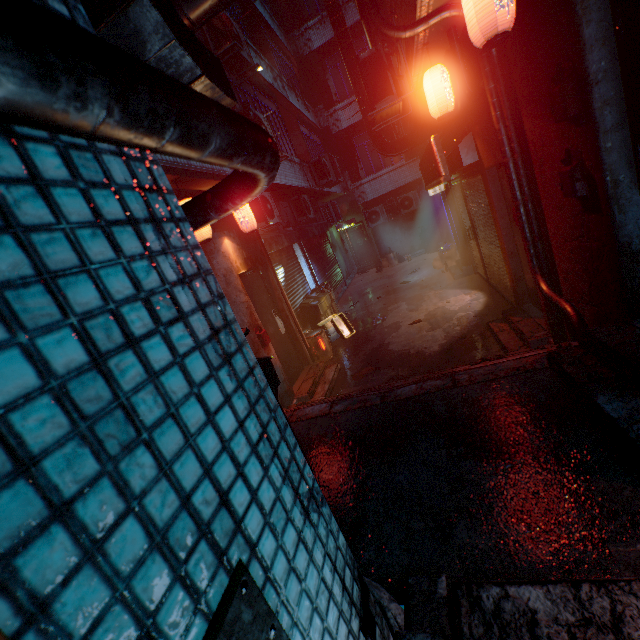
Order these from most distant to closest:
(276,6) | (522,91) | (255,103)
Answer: (276,6) < (255,103) < (522,91)

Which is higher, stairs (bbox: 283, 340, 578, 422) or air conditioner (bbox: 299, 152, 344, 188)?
air conditioner (bbox: 299, 152, 344, 188)

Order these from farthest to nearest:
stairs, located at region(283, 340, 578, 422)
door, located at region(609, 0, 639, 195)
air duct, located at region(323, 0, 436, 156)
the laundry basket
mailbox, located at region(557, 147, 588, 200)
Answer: the laundry basket, air duct, located at region(323, 0, 436, 156), stairs, located at region(283, 340, 578, 422), mailbox, located at region(557, 147, 588, 200), door, located at region(609, 0, 639, 195)

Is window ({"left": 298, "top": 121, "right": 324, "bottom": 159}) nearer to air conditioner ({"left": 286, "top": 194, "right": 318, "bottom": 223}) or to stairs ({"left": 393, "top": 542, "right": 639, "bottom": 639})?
air conditioner ({"left": 286, "top": 194, "right": 318, "bottom": 223})

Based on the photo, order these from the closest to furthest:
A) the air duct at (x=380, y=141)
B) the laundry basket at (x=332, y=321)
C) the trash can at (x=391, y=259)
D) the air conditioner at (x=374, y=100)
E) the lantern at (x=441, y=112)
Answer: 1. the lantern at (x=441, y=112)
2. the air conditioner at (x=374, y=100)
3. the air duct at (x=380, y=141)
4. the laundry basket at (x=332, y=321)
5. the trash can at (x=391, y=259)

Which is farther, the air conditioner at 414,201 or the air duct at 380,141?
the air conditioner at 414,201

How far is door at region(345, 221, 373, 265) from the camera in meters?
16.2 m

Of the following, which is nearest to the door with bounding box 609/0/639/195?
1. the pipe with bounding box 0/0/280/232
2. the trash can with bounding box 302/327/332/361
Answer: the pipe with bounding box 0/0/280/232
